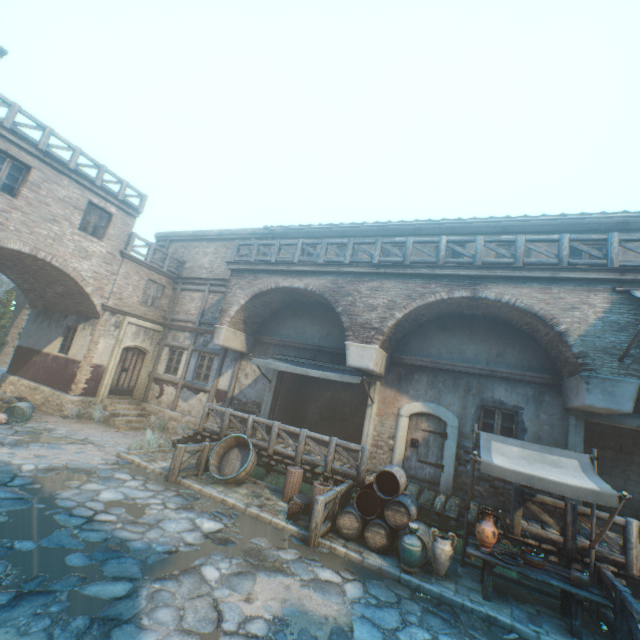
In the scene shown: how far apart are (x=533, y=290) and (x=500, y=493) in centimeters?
582cm

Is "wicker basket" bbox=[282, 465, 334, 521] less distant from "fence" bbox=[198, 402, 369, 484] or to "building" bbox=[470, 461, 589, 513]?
"fence" bbox=[198, 402, 369, 484]

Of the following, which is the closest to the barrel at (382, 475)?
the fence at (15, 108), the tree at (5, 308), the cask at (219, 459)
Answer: the cask at (219, 459)

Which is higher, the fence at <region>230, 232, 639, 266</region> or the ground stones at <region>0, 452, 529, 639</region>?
the fence at <region>230, 232, 639, 266</region>

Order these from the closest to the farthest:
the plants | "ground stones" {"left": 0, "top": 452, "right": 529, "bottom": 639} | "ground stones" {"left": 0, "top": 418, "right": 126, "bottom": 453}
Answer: "ground stones" {"left": 0, "top": 452, "right": 529, "bottom": 639}
"ground stones" {"left": 0, "top": 418, "right": 126, "bottom": 453}
the plants

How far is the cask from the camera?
9.45m

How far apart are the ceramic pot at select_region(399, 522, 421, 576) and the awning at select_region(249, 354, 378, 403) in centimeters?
391cm

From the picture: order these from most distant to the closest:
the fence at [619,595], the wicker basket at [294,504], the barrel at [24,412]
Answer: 1. the barrel at [24,412]
2. the wicker basket at [294,504]
3. the fence at [619,595]
